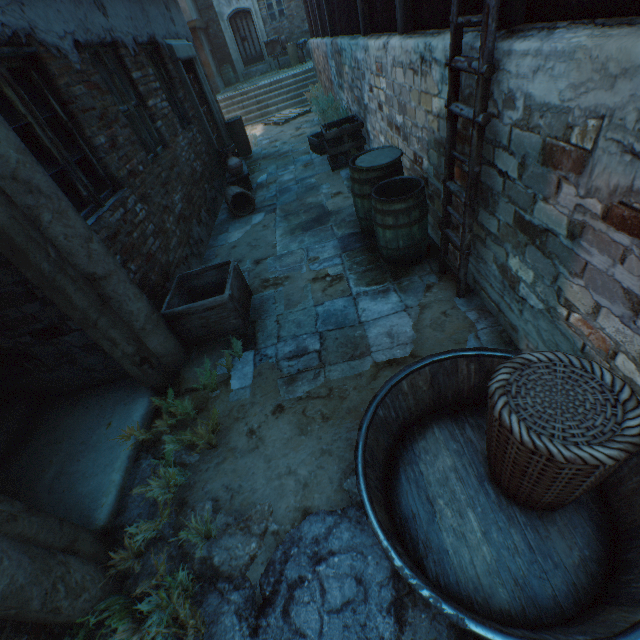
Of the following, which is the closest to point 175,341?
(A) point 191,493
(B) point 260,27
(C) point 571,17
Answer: (A) point 191,493

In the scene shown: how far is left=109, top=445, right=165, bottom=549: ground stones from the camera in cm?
233

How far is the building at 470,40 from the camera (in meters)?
2.12

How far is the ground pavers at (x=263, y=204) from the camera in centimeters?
300cm

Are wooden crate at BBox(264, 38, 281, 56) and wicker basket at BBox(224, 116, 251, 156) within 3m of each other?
no

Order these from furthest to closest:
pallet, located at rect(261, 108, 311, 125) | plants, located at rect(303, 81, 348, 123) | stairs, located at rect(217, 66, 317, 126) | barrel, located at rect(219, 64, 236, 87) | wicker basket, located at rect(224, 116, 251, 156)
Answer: barrel, located at rect(219, 64, 236, 87) → stairs, located at rect(217, 66, 317, 126) → pallet, located at rect(261, 108, 311, 125) → wicker basket, located at rect(224, 116, 251, 156) → plants, located at rect(303, 81, 348, 123)

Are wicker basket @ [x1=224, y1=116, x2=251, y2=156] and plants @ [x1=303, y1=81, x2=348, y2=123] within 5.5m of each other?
yes

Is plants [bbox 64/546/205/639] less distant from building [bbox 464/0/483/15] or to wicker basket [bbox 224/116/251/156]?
building [bbox 464/0/483/15]
